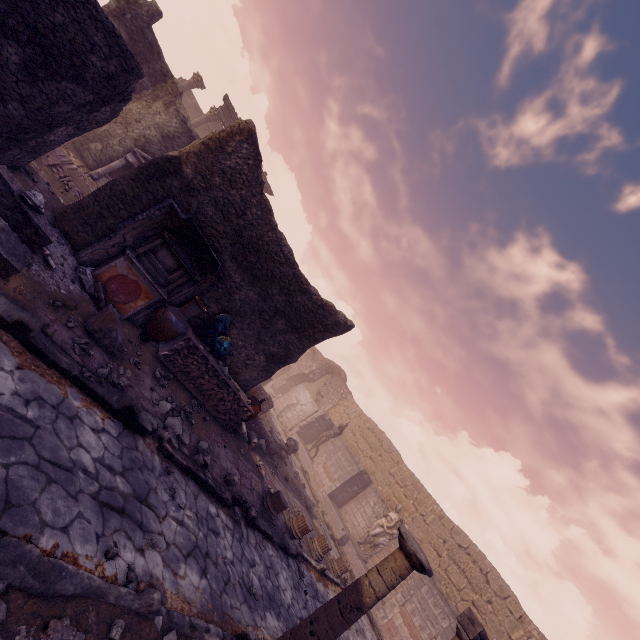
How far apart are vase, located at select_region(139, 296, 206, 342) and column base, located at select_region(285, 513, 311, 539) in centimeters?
592cm

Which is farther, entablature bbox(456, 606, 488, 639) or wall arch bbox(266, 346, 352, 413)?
wall arch bbox(266, 346, 352, 413)

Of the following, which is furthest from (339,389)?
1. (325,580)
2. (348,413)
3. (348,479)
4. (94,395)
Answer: (94,395)

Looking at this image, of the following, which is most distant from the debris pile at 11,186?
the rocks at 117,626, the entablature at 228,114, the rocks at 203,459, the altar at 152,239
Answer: the entablature at 228,114

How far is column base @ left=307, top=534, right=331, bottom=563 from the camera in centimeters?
948cm

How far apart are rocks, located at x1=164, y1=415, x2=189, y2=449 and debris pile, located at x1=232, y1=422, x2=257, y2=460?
2.5 meters

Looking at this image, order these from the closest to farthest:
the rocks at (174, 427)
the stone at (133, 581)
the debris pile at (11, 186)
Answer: the stone at (133, 581)
the debris pile at (11, 186)
the rocks at (174, 427)

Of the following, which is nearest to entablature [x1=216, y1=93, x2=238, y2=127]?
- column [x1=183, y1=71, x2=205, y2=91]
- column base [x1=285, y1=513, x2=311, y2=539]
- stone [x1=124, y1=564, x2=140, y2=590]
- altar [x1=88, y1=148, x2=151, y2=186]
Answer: column [x1=183, y1=71, x2=205, y2=91]
